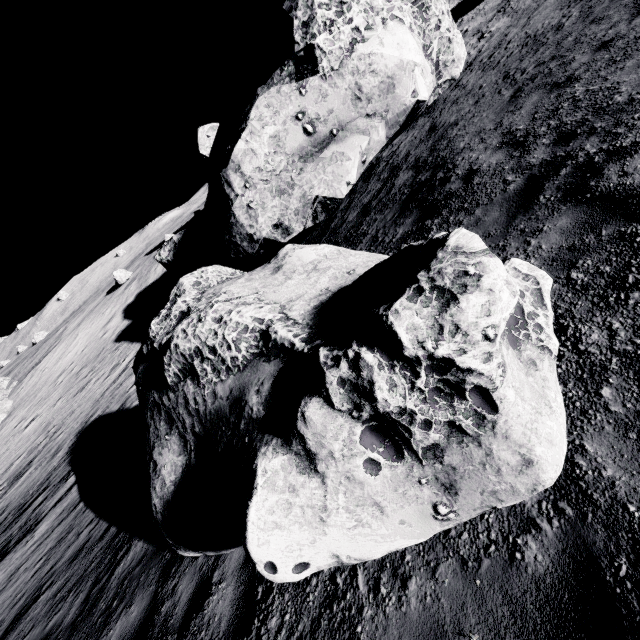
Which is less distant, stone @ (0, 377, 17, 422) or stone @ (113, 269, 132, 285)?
stone @ (0, 377, 17, 422)

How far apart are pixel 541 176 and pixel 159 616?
8.81m

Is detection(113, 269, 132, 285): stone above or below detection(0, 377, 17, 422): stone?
above

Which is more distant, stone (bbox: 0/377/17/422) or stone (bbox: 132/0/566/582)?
stone (bbox: 0/377/17/422)

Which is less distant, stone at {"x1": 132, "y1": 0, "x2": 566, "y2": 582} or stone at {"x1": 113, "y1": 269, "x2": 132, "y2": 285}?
stone at {"x1": 132, "y1": 0, "x2": 566, "y2": 582}

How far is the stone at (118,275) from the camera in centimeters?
3978cm

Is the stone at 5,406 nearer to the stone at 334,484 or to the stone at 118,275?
the stone at 118,275

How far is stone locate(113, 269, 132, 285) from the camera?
39.78m
